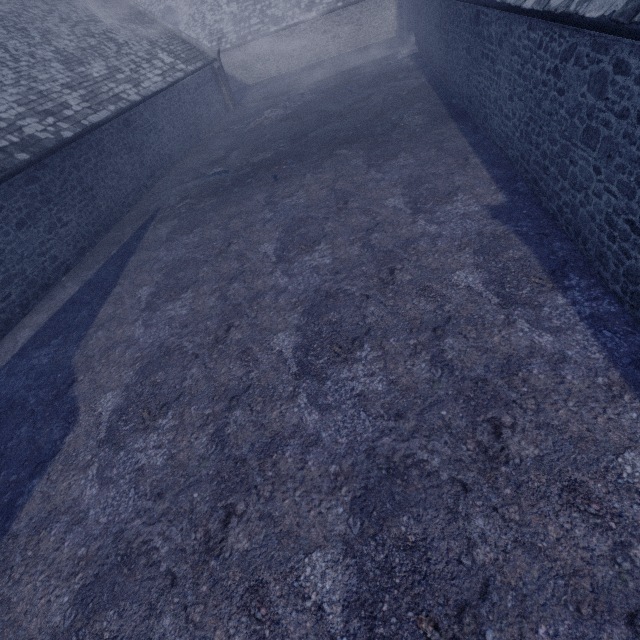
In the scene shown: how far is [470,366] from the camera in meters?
4.3 m
